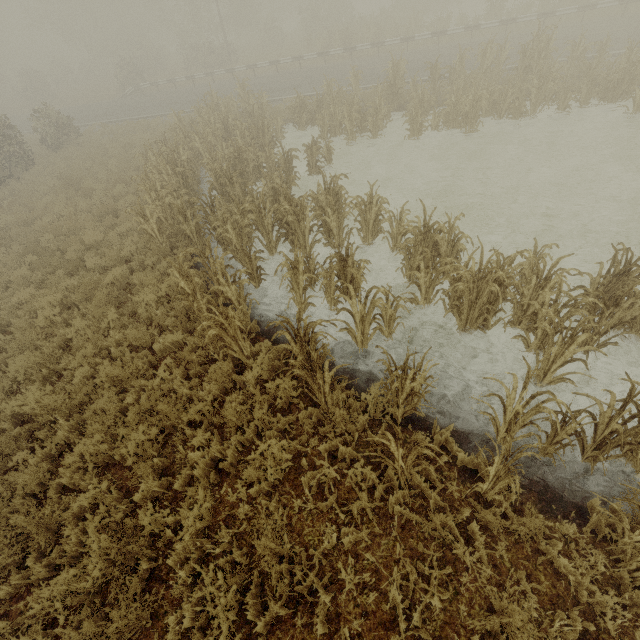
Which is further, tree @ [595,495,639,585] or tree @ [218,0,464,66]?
tree @ [218,0,464,66]

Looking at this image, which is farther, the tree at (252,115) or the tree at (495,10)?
the tree at (495,10)

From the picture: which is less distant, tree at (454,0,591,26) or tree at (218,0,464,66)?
tree at (454,0,591,26)

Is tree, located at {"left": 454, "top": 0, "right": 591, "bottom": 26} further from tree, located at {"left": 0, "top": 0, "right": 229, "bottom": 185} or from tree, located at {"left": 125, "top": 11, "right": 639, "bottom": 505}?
tree, located at {"left": 0, "top": 0, "right": 229, "bottom": 185}

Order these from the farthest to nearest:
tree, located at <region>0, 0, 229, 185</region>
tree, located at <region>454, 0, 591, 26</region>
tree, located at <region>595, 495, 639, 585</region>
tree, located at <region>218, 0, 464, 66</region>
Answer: tree, located at <region>218, 0, 464, 66</region>, tree, located at <region>454, 0, 591, 26</region>, tree, located at <region>0, 0, 229, 185</region>, tree, located at <region>595, 495, 639, 585</region>

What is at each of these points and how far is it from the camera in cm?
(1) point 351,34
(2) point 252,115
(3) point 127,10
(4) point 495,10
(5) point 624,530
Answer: (1) tree, 2672
(2) tree, 1517
(3) tree, 3938
(4) tree, 2169
(5) tree, 354

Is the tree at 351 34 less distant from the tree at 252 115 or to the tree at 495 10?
the tree at 495 10

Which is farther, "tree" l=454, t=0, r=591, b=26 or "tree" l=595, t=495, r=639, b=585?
"tree" l=454, t=0, r=591, b=26
